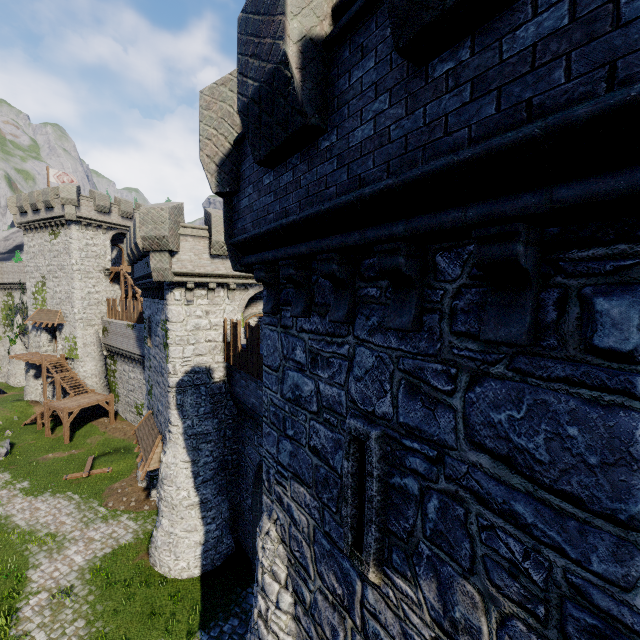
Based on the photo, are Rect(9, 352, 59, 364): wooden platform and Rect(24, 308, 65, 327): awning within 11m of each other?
yes

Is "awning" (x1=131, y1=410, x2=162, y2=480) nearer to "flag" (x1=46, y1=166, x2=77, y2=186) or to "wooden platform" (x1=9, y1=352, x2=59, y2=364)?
"wooden platform" (x1=9, y1=352, x2=59, y2=364)

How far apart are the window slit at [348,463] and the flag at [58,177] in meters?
47.5 m

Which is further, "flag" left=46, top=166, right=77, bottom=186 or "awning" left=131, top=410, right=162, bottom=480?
"flag" left=46, top=166, right=77, bottom=186

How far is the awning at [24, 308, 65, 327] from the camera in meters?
33.0 m

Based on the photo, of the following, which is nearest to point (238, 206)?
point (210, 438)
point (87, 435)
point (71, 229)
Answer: point (210, 438)

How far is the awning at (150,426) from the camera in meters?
16.4

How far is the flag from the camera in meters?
36.4
